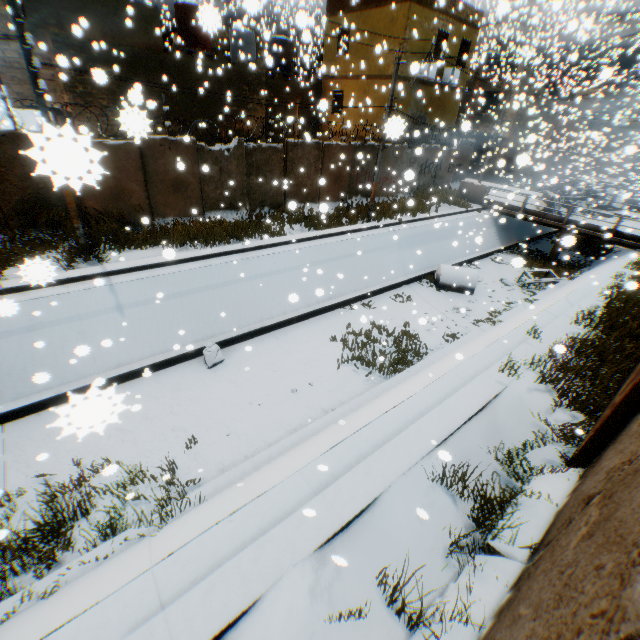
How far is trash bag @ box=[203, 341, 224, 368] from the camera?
10.2m

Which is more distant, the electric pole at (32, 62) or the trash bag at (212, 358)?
the trash bag at (212, 358)

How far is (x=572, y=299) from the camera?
11.4m

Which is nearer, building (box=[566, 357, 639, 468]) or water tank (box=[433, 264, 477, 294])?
building (box=[566, 357, 639, 468])

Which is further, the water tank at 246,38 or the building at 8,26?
the water tank at 246,38

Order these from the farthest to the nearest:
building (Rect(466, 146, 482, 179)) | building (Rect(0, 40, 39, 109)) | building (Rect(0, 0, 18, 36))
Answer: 1. building (Rect(466, 146, 482, 179))
2. building (Rect(0, 40, 39, 109))
3. building (Rect(0, 0, 18, 36))

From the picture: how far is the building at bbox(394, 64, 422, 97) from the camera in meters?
3.4 m

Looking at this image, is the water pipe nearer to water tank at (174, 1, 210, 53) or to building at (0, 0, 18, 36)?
building at (0, 0, 18, 36)
